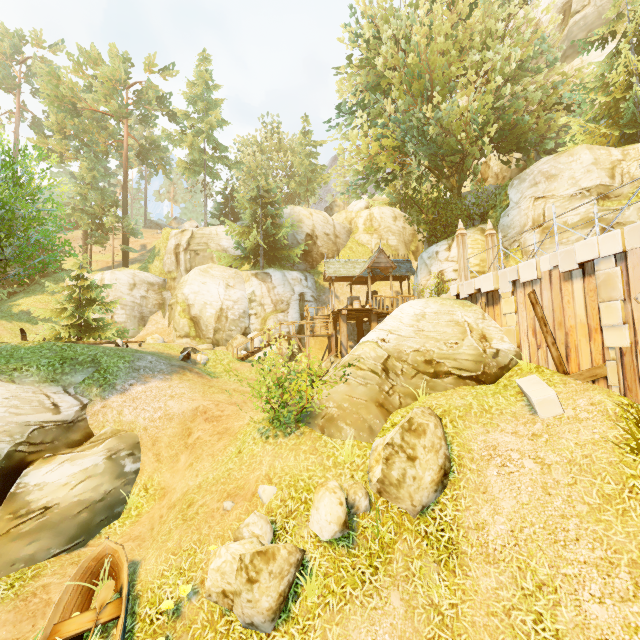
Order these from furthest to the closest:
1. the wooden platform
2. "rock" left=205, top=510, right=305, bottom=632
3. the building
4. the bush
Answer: the building < the wooden platform < the bush < "rock" left=205, top=510, right=305, bottom=632

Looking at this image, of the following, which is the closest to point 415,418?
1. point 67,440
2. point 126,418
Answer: point 126,418

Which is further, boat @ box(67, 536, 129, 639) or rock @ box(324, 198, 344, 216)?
rock @ box(324, 198, 344, 216)

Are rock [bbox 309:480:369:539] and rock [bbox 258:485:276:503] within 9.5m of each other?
yes

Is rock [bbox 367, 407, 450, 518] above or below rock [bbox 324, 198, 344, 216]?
below

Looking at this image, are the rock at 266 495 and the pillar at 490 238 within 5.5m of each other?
no

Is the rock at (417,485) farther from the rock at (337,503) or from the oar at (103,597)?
the oar at (103,597)

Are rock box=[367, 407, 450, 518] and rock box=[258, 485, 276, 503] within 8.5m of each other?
yes
